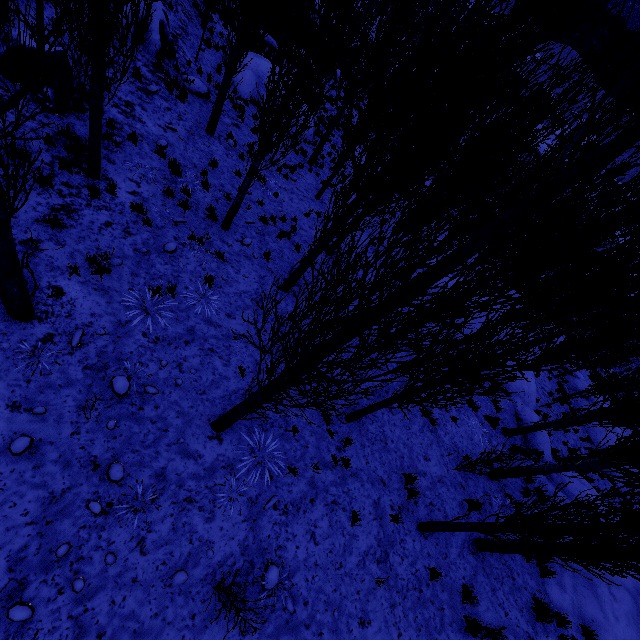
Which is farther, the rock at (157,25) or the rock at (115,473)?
the rock at (157,25)

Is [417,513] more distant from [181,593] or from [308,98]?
[308,98]

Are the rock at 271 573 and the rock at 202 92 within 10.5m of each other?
no

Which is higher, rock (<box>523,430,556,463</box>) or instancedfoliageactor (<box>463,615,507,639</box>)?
instancedfoliageactor (<box>463,615,507,639</box>)

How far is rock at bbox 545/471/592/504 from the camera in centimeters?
1133cm

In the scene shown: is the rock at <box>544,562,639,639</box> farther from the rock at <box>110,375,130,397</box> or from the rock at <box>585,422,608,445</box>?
the rock at <box>110,375,130,397</box>

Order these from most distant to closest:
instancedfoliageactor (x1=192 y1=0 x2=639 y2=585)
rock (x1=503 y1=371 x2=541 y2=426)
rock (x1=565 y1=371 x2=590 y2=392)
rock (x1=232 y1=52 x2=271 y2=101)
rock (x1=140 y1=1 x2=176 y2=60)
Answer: rock (x1=565 y1=371 x2=590 y2=392) → rock (x1=232 y1=52 x2=271 y2=101) → rock (x1=503 y1=371 x2=541 y2=426) → rock (x1=140 y1=1 x2=176 y2=60) → instancedfoliageactor (x1=192 y1=0 x2=639 y2=585)

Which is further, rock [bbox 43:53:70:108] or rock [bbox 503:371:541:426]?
rock [bbox 503:371:541:426]
